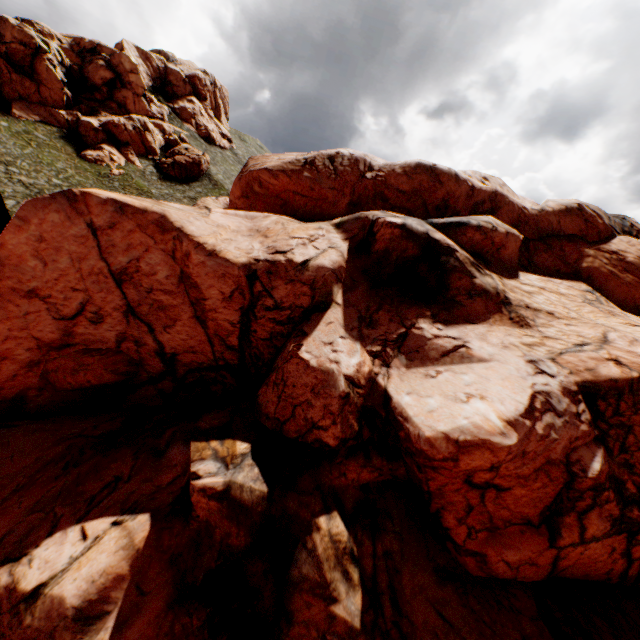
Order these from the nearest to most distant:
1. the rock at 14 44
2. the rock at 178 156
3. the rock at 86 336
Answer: the rock at 86 336, the rock at 14 44, the rock at 178 156

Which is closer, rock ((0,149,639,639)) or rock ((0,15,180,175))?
rock ((0,149,639,639))

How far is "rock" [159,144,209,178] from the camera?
54.03m

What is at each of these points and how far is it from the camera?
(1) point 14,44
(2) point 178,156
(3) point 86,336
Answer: (1) rock, 44.03m
(2) rock, 54.59m
(3) rock, 16.92m

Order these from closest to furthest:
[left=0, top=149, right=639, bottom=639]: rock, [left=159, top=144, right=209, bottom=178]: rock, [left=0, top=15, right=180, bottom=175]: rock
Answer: [left=0, top=149, right=639, bottom=639]: rock → [left=0, top=15, right=180, bottom=175]: rock → [left=159, top=144, right=209, bottom=178]: rock

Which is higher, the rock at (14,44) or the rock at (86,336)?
the rock at (14,44)
